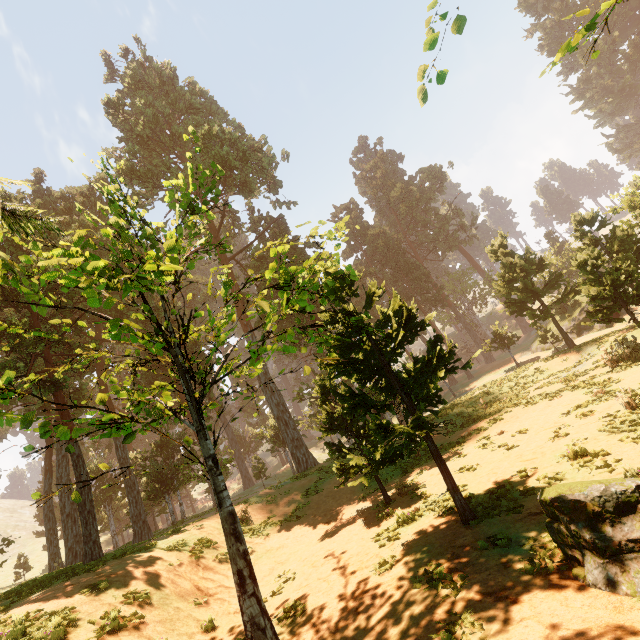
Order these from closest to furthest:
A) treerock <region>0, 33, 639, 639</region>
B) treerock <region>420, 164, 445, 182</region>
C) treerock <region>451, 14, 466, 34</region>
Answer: treerock <region>451, 14, 466, 34</region> < treerock <region>0, 33, 639, 639</region> < treerock <region>420, 164, 445, 182</region>

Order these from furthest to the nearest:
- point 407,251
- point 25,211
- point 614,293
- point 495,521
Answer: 1. point 407,251
2. point 614,293
3. point 495,521
4. point 25,211

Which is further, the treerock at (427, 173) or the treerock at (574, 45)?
the treerock at (427, 173)

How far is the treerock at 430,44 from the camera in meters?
4.8

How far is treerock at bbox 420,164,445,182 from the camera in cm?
5870

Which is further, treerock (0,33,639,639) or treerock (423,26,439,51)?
treerock (0,33,639,639)
